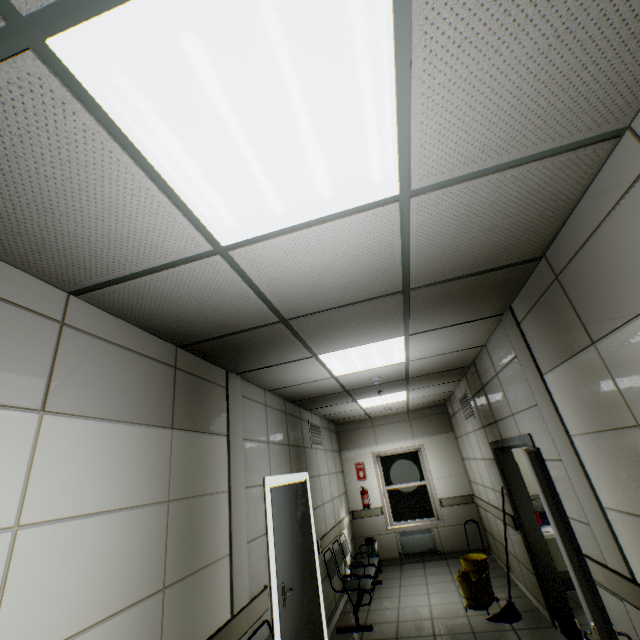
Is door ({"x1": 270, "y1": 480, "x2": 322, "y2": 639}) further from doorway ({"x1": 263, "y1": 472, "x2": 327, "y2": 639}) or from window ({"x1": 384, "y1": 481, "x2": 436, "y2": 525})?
window ({"x1": 384, "y1": 481, "x2": 436, "y2": 525})

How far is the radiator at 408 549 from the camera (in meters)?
7.32

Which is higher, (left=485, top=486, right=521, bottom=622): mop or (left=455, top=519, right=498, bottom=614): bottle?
(left=455, top=519, right=498, bottom=614): bottle

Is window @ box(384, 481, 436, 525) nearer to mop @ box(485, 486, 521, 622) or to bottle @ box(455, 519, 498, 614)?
bottle @ box(455, 519, 498, 614)

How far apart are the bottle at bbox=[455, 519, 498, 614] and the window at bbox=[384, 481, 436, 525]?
2.55m

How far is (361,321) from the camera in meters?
2.9 m

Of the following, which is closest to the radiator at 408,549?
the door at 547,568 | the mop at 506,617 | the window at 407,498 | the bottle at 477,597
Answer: the window at 407,498

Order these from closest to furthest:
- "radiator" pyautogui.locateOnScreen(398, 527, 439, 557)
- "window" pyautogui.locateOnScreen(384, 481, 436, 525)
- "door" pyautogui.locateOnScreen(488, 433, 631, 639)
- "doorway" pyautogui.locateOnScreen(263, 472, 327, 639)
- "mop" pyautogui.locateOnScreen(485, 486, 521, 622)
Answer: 1. "door" pyautogui.locateOnScreen(488, 433, 631, 639)
2. "doorway" pyautogui.locateOnScreen(263, 472, 327, 639)
3. "mop" pyautogui.locateOnScreen(485, 486, 521, 622)
4. "radiator" pyautogui.locateOnScreen(398, 527, 439, 557)
5. "window" pyautogui.locateOnScreen(384, 481, 436, 525)
